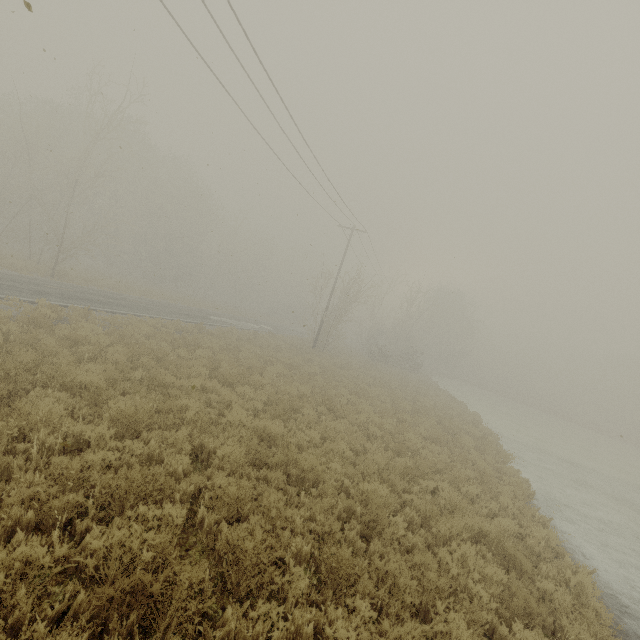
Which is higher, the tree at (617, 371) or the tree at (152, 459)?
the tree at (617, 371)

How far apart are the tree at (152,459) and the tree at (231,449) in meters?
→ 1.0 m

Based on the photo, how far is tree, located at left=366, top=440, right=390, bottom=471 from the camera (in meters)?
8.55

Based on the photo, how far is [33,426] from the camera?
5.39m

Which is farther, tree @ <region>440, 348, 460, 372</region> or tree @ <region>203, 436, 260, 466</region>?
tree @ <region>440, 348, 460, 372</region>

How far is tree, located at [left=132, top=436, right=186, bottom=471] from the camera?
5.76m

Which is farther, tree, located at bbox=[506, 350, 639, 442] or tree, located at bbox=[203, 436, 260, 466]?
tree, located at bbox=[506, 350, 639, 442]

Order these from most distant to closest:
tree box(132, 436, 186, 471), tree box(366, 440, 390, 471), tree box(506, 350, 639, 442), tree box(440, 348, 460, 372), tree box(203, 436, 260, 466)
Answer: tree box(440, 348, 460, 372) → tree box(506, 350, 639, 442) → tree box(366, 440, 390, 471) → tree box(203, 436, 260, 466) → tree box(132, 436, 186, 471)
